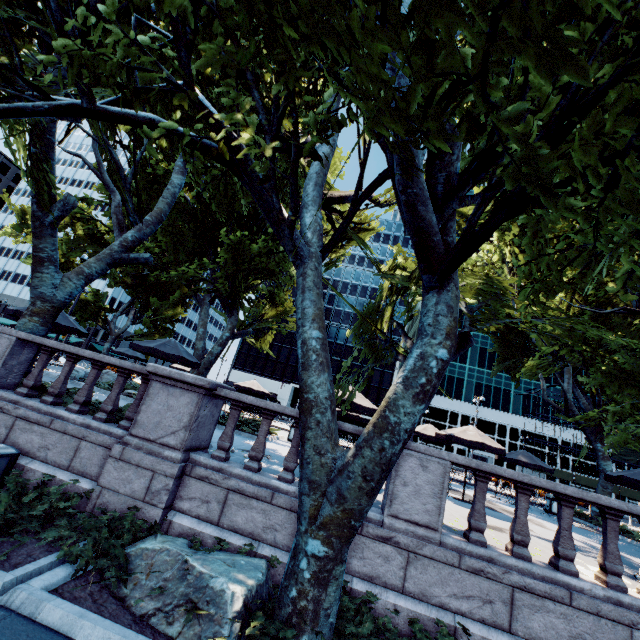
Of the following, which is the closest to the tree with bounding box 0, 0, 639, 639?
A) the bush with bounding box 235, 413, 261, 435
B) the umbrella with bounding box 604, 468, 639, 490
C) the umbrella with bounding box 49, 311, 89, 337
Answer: the bush with bounding box 235, 413, 261, 435

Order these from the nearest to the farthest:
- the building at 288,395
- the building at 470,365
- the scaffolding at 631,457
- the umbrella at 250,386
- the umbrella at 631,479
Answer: the umbrella at 631,479 < the umbrella at 250,386 < the scaffolding at 631,457 < the building at 470,365 < the building at 288,395

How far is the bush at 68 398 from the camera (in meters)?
8.01

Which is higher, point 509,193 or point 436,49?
point 509,193

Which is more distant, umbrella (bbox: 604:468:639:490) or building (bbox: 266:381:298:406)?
building (bbox: 266:381:298:406)

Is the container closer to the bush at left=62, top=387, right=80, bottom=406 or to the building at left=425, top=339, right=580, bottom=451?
the bush at left=62, top=387, right=80, bottom=406

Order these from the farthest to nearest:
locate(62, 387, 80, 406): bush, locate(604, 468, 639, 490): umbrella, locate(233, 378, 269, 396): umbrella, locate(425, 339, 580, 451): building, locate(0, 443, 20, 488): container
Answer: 1. locate(425, 339, 580, 451): building
2. locate(233, 378, 269, 396): umbrella
3. locate(604, 468, 639, 490): umbrella
4. locate(62, 387, 80, 406): bush
5. locate(0, 443, 20, 488): container

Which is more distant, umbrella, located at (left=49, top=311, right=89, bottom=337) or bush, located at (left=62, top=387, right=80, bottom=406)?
umbrella, located at (left=49, top=311, right=89, bottom=337)
